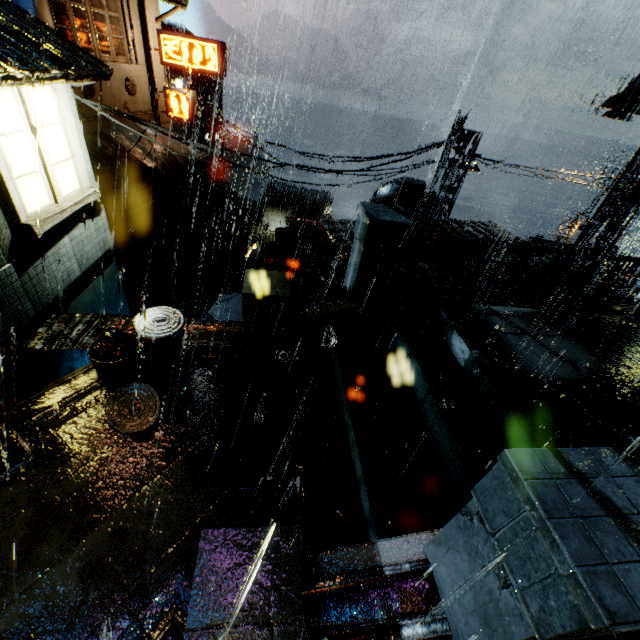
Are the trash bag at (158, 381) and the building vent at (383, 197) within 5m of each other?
no

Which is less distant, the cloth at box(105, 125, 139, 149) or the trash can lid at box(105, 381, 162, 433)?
the trash can lid at box(105, 381, 162, 433)

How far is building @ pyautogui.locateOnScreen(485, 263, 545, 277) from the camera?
10.5m

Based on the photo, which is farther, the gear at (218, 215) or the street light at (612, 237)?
the gear at (218, 215)

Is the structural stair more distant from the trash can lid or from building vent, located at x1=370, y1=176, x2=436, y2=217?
the trash can lid

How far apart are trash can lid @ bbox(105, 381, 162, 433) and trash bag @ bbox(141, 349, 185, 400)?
0.0m

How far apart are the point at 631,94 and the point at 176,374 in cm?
1606

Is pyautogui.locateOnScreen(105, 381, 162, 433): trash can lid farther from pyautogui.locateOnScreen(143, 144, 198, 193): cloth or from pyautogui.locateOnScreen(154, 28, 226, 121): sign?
pyautogui.locateOnScreen(154, 28, 226, 121): sign
